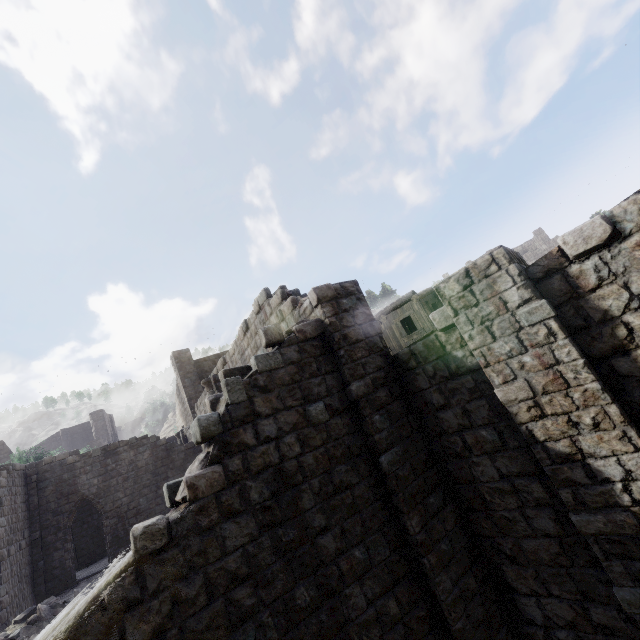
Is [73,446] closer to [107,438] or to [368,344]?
[107,438]
